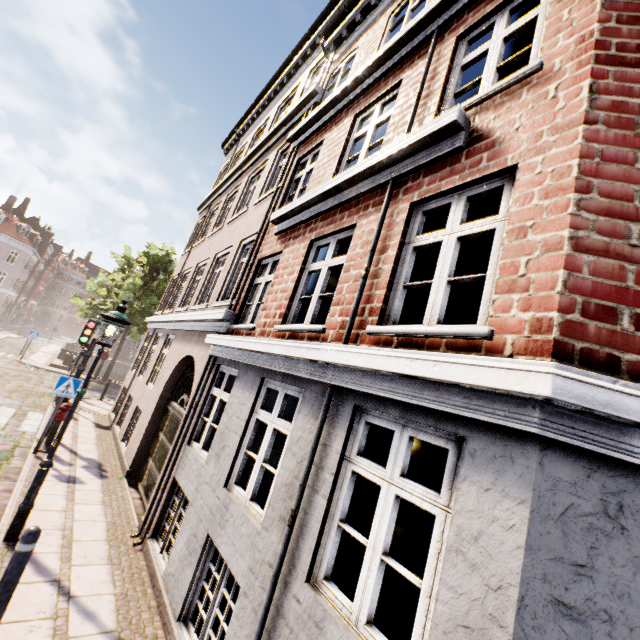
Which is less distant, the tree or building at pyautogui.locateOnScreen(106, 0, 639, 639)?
building at pyautogui.locateOnScreen(106, 0, 639, 639)

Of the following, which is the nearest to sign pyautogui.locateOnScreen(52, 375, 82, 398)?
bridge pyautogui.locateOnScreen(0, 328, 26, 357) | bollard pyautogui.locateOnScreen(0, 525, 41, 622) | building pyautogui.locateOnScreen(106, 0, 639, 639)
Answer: bollard pyautogui.locateOnScreen(0, 525, 41, 622)

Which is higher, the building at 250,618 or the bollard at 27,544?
the building at 250,618

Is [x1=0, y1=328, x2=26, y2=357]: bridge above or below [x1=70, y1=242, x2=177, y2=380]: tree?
below

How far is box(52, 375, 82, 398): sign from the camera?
8.0m

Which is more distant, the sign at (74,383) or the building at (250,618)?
the sign at (74,383)

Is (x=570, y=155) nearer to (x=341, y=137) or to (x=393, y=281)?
(x=393, y=281)

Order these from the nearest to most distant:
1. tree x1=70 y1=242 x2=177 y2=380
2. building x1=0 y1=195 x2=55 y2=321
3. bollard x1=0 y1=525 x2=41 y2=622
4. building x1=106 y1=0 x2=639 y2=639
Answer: building x1=106 y1=0 x2=639 y2=639
bollard x1=0 y1=525 x2=41 y2=622
tree x1=70 y1=242 x2=177 y2=380
building x1=0 y1=195 x2=55 y2=321
